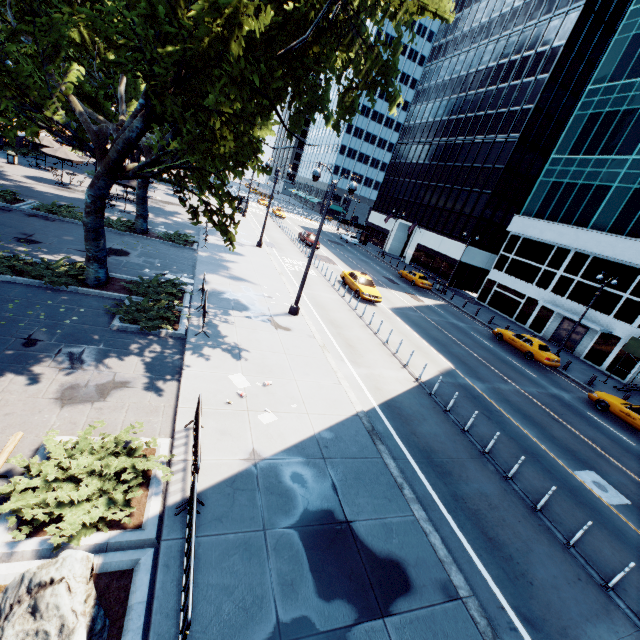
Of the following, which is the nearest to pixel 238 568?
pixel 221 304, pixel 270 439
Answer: pixel 270 439

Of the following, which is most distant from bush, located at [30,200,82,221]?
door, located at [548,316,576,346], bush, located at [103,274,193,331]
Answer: door, located at [548,316,576,346]

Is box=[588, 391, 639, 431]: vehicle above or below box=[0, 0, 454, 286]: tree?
below

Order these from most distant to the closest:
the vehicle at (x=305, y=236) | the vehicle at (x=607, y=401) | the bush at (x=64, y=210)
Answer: the vehicle at (x=305, y=236)
the bush at (x=64, y=210)
the vehicle at (x=607, y=401)

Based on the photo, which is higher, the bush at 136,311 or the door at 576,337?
the door at 576,337

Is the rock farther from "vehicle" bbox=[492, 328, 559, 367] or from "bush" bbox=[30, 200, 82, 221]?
"vehicle" bbox=[492, 328, 559, 367]

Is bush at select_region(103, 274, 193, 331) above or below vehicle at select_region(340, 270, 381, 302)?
below

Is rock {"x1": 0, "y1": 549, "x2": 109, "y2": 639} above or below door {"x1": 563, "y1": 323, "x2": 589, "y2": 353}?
below
